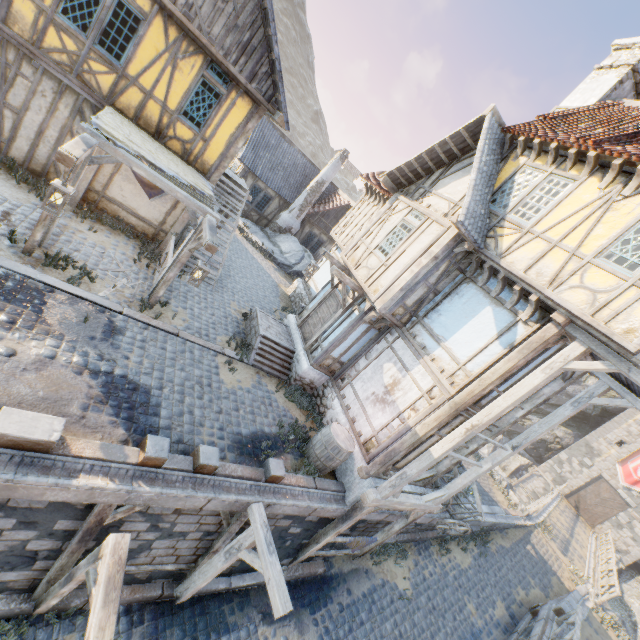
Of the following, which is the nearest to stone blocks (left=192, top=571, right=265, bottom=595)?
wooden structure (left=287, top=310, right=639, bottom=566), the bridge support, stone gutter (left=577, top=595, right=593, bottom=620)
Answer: stone gutter (left=577, top=595, right=593, bottom=620)

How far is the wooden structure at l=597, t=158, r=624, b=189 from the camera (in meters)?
6.60

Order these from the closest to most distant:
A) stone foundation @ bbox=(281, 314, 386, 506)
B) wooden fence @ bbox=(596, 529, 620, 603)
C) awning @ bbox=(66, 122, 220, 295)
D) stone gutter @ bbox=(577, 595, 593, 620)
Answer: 1. awning @ bbox=(66, 122, 220, 295)
2. stone foundation @ bbox=(281, 314, 386, 506)
3. stone gutter @ bbox=(577, 595, 593, 620)
4. wooden fence @ bbox=(596, 529, 620, 603)

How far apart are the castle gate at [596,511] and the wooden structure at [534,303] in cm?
3485

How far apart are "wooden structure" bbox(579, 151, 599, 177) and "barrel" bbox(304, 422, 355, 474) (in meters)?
8.40

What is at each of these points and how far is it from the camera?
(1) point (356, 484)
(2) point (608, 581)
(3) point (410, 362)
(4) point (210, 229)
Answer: (1) stone foundation, 8.5m
(2) wooden fence, 17.6m
(3) building, 9.2m
(4) street light, 7.4m

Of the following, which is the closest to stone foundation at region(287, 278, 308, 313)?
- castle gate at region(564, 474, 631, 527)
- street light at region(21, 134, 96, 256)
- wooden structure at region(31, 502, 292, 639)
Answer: wooden structure at region(31, 502, 292, 639)

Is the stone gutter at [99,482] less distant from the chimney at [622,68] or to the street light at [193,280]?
the street light at [193,280]
